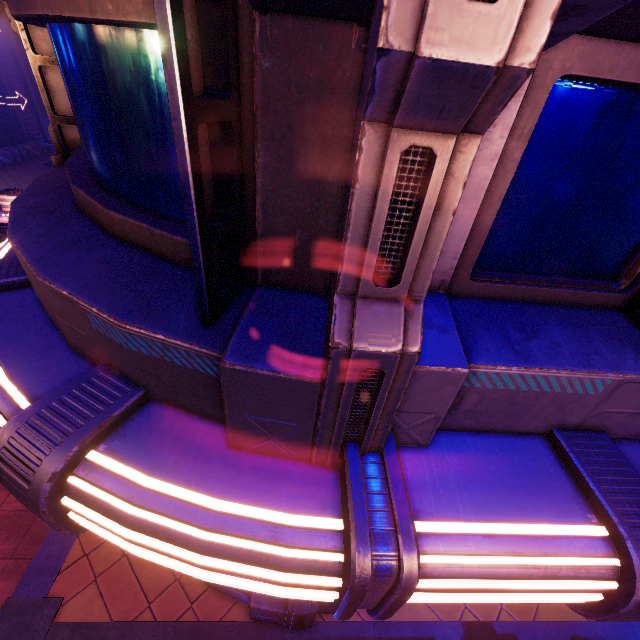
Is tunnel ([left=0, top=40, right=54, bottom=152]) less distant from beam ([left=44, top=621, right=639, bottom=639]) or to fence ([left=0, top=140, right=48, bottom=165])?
fence ([left=0, top=140, right=48, bottom=165])

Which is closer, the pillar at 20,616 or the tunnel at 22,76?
the pillar at 20,616

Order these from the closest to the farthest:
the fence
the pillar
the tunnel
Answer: the pillar
the fence
the tunnel

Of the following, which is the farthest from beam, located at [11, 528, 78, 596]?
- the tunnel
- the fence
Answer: the fence

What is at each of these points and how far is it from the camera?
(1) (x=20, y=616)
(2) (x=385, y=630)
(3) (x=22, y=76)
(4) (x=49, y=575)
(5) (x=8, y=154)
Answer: (1) pillar, 4.61m
(2) beam, 4.90m
(3) tunnel, 23.03m
(4) beam, 5.00m
(5) fence, 20.92m

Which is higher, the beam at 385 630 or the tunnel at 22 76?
the tunnel at 22 76

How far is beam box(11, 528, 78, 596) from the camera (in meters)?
4.84

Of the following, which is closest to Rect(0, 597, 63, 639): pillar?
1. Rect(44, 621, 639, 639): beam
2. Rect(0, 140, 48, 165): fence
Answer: Rect(44, 621, 639, 639): beam
